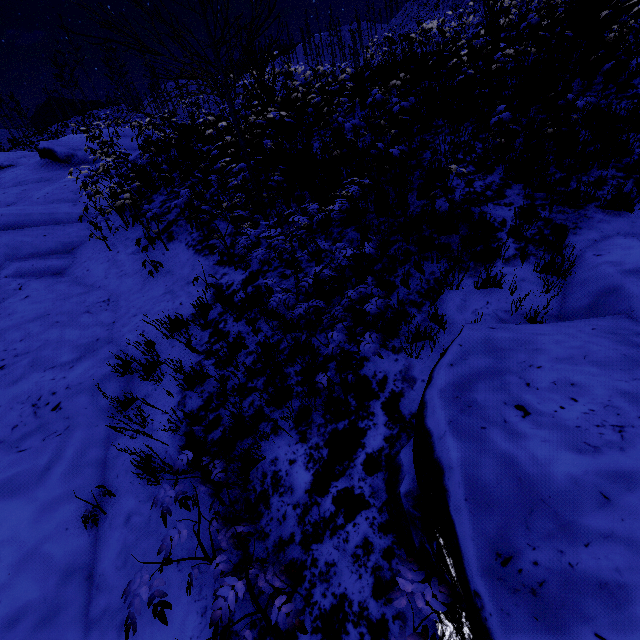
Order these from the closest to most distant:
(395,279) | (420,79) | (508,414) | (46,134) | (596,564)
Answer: (596,564)
(508,414)
(395,279)
(420,79)
(46,134)

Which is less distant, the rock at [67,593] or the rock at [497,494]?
the rock at [497,494]

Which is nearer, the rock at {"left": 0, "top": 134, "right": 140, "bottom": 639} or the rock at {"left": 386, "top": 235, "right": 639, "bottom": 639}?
the rock at {"left": 386, "top": 235, "right": 639, "bottom": 639}
